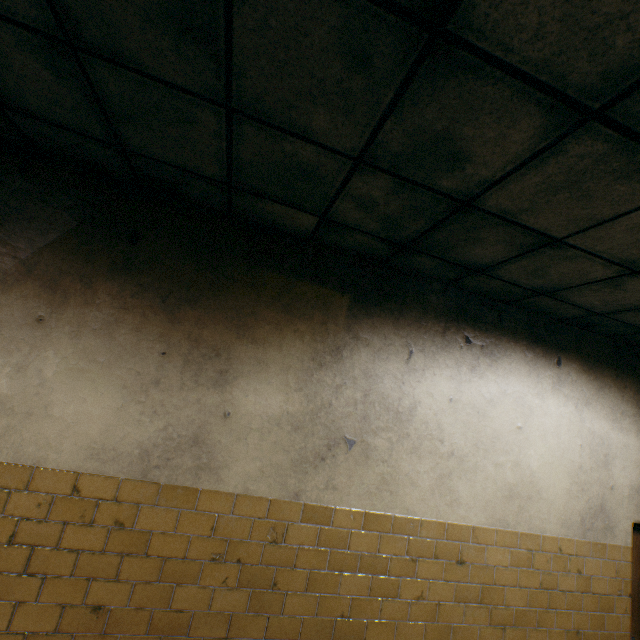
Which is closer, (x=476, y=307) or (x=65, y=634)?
(x=65, y=634)
